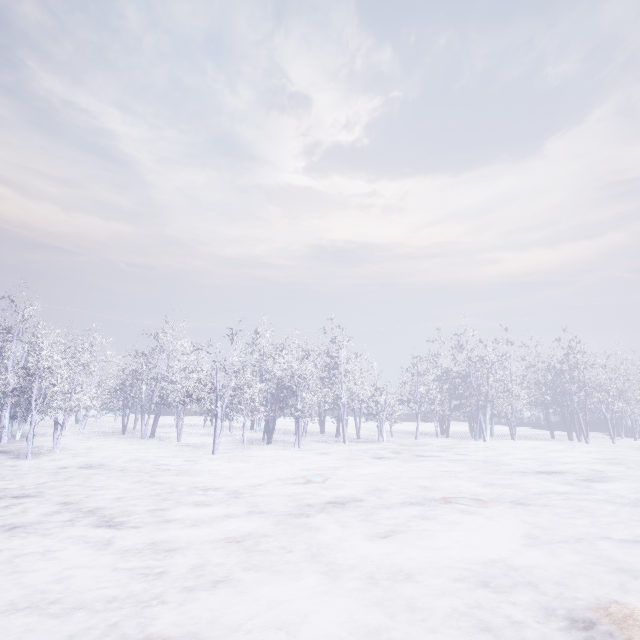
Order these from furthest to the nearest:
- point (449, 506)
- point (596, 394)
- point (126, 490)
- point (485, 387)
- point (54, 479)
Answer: point (596, 394) → point (485, 387) → point (54, 479) → point (126, 490) → point (449, 506)
